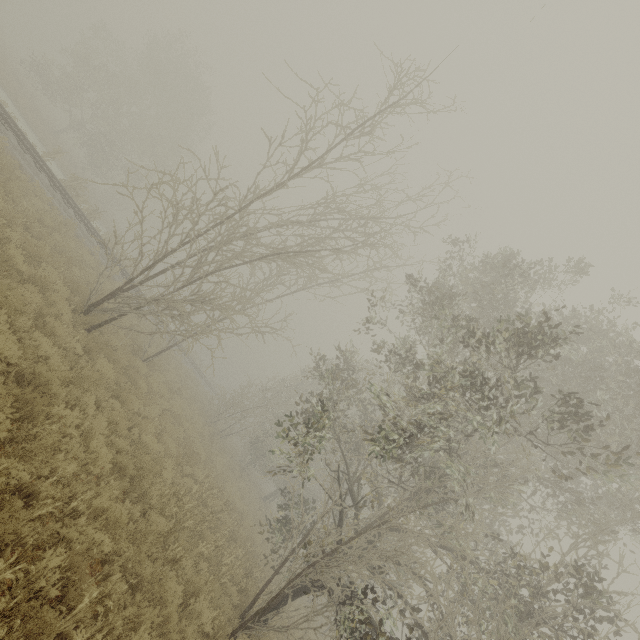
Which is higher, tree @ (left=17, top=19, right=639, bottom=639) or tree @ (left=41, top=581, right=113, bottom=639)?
tree @ (left=17, top=19, right=639, bottom=639)

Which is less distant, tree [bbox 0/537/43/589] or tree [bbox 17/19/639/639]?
tree [bbox 0/537/43/589]

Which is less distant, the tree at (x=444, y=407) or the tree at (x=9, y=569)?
the tree at (x=9, y=569)

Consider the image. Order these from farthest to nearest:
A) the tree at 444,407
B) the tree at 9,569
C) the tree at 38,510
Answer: the tree at 444,407 → the tree at 38,510 → the tree at 9,569

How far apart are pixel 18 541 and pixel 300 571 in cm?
598

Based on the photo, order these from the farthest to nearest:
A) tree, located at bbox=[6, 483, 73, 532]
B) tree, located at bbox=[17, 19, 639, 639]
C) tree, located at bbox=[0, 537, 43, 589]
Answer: tree, located at bbox=[17, 19, 639, 639], tree, located at bbox=[6, 483, 73, 532], tree, located at bbox=[0, 537, 43, 589]

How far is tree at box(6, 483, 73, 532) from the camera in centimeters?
397cm

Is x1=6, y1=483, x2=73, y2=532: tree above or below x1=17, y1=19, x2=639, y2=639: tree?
below
